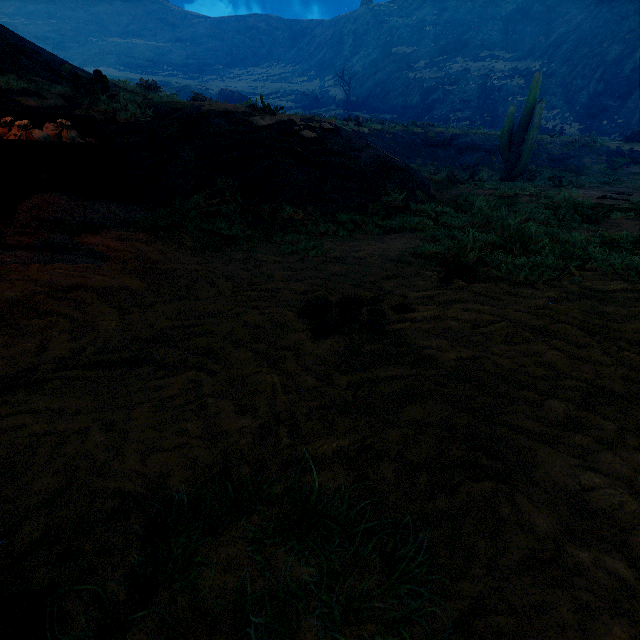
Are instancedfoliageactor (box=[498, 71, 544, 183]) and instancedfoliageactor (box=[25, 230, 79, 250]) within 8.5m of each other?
no

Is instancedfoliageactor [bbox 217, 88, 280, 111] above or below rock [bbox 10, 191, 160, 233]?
above

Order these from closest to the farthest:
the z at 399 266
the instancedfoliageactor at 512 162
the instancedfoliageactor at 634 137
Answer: the z at 399 266, the instancedfoliageactor at 512 162, the instancedfoliageactor at 634 137

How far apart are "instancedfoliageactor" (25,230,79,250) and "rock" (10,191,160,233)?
0.3 meters

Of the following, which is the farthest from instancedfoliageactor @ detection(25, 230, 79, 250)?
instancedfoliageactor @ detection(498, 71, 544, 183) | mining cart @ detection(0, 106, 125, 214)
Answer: instancedfoliageactor @ detection(498, 71, 544, 183)

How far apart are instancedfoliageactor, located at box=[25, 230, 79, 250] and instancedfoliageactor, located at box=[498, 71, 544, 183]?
16.4m

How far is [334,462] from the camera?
1.2 meters

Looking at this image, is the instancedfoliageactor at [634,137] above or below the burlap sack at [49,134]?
above
